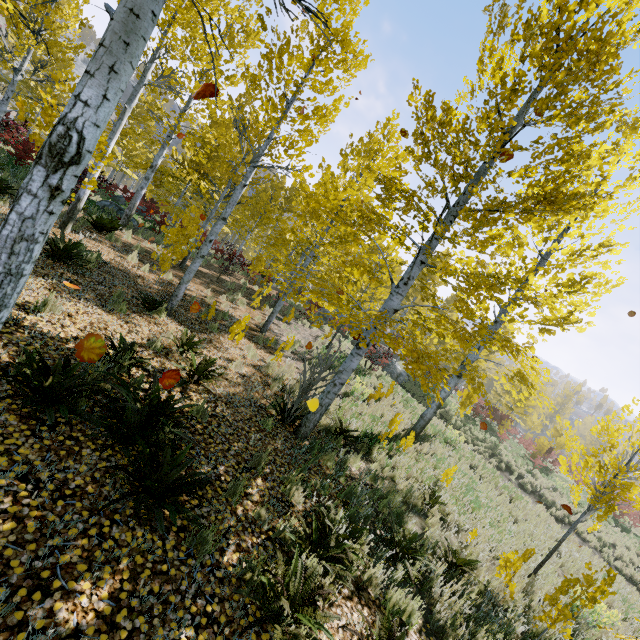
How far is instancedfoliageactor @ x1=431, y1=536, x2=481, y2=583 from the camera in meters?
5.2 m

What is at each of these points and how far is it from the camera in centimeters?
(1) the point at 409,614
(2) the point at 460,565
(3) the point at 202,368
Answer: (1) instancedfoliageactor, 398cm
(2) instancedfoliageactor, 542cm
(3) instancedfoliageactor, 584cm

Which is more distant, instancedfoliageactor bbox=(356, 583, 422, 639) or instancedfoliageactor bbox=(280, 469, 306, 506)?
instancedfoliageactor bbox=(280, 469, 306, 506)

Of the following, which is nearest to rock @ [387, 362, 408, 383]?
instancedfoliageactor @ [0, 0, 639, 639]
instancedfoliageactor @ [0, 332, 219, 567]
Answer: instancedfoliageactor @ [0, 0, 639, 639]

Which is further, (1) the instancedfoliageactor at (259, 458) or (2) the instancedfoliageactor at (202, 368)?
(2) the instancedfoliageactor at (202, 368)

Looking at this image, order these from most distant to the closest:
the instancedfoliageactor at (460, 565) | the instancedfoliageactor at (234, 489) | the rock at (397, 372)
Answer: the rock at (397, 372) → the instancedfoliageactor at (460, 565) → the instancedfoliageactor at (234, 489)

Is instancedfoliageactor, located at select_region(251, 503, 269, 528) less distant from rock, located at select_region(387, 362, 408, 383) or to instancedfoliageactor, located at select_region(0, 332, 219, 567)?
instancedfoliageactor, located at select_region(0, 332, 219, 567)
